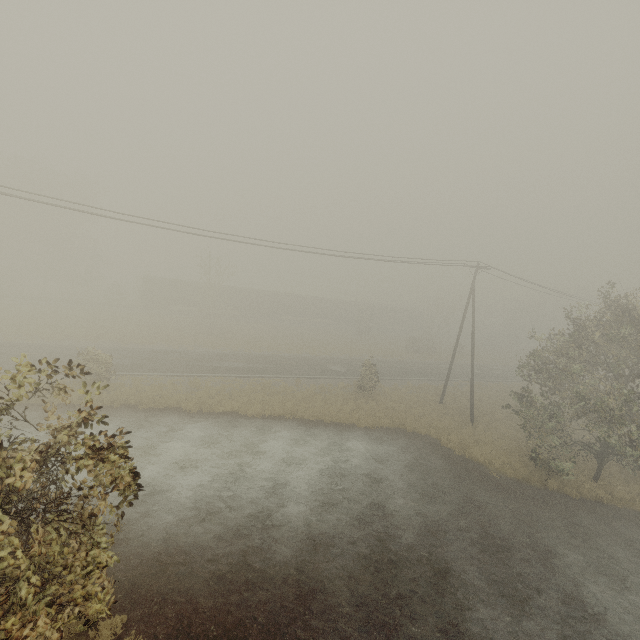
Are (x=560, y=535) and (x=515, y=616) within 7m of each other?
yes

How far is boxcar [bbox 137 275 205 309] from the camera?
46.7 meters

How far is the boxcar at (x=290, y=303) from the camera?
51.84m

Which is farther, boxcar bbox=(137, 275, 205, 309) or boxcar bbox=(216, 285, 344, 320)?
boxcar bbox=(216, 285, 344, 320)
